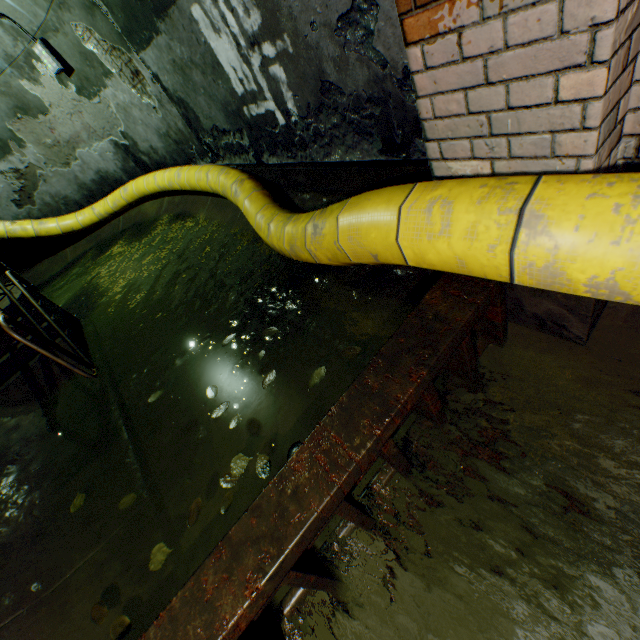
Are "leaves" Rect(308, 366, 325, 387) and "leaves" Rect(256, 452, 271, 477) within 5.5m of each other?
yes

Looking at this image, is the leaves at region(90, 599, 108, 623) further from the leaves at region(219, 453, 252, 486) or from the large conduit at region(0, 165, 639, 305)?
the large conduit at region(0, 165, 639, 305)

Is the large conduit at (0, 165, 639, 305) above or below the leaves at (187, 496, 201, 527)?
above

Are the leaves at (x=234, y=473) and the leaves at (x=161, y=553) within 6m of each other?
yes

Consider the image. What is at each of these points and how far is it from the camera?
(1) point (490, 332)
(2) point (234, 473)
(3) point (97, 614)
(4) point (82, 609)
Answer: (1) sewer grate, 1.8m
(2) leaves, 1.9m
(3) leaves, 1.8m
(4) building tunnel, 1.9m

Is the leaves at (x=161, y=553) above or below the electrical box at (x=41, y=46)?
below

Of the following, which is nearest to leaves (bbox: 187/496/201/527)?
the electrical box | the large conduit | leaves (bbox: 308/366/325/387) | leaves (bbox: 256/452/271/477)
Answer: leaves (bbox: 256/452/271/477)

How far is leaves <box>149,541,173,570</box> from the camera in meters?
1.8 m
